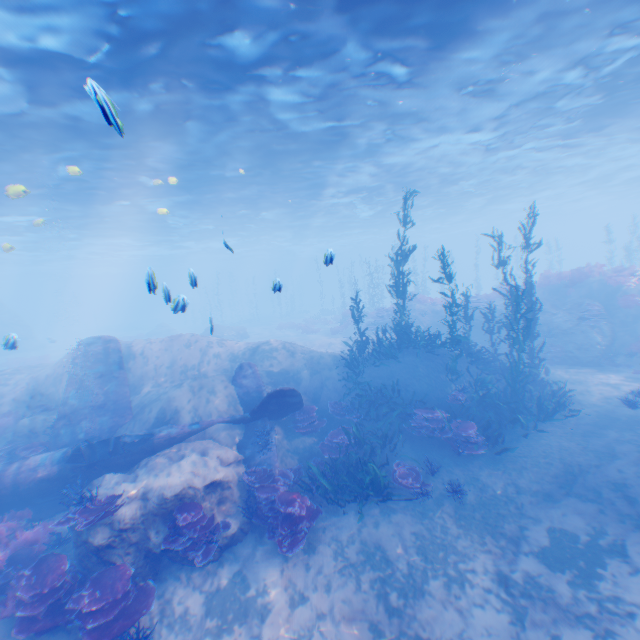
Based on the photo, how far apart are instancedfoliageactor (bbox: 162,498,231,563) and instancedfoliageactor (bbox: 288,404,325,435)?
3.9m

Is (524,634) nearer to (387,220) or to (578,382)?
(578,382)

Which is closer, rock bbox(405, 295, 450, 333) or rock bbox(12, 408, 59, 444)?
rock bbox(12, 408, 59, 444)

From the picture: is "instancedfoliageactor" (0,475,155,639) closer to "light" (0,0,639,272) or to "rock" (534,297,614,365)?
"light" (0,0,639,272)

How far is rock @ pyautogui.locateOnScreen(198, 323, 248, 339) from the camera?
31.4m

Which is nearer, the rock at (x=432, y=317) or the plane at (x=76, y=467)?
the plane at (x=76, y=467)

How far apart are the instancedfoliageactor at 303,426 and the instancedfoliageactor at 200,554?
3.9 meters

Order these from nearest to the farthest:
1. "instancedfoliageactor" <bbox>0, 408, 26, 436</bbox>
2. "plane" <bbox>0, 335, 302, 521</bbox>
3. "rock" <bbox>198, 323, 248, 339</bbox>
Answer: "plane" <bbox>0, 335, 302, 521</bbox>
"instancedfoliageactor" <bbox>0, 408, 26, 436</bbox>
"rock" <bbox>198, 323, 248, 339</bbox>
